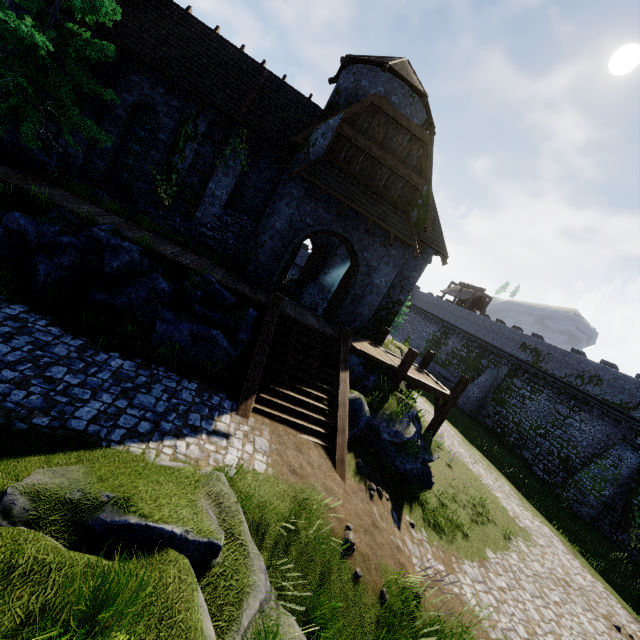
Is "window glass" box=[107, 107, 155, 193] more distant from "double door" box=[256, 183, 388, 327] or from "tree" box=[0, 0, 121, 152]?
"double door" box=[256, 183, 388, 327]

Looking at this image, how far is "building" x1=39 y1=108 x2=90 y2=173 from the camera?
13.38m

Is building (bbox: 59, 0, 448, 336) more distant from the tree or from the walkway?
the walkway

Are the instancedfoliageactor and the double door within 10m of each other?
yes

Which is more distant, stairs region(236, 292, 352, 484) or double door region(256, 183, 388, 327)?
double door region(256, 183, 388, 327)

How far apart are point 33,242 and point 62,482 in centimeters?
717cm

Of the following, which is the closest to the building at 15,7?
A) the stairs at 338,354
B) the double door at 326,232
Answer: the double door at 326,232

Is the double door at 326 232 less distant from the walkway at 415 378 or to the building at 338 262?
the building at 338 262
